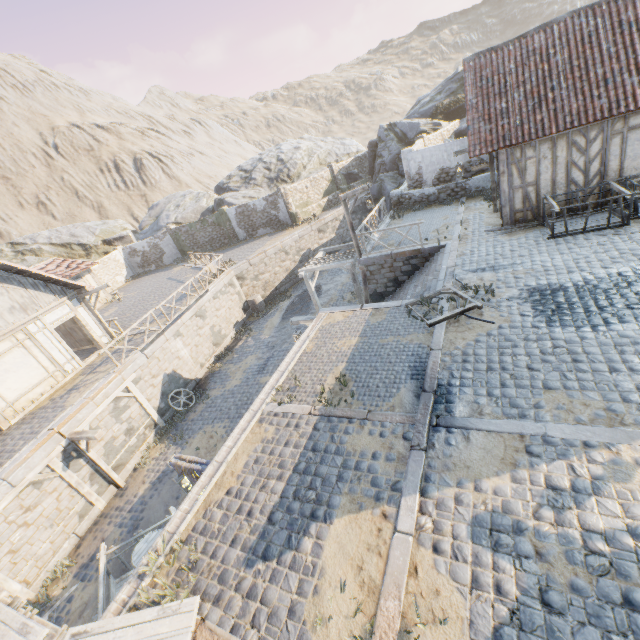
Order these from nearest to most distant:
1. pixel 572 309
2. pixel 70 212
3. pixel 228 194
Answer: pixel 572 309, pixel 228 194, pixel 70 212

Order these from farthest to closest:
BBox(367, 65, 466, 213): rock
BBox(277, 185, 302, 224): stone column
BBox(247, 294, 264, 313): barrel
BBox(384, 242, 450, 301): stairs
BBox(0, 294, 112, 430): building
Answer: BBox(277, 185, 302, 224): stone column → BBox(367, 65, 466, 213): rock → BBox(247, 294, 264, 313): barrel → BBox(0, 294, 112, 430): building → BBox(384, 242, 450, 301): stairs

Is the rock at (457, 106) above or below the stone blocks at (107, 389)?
above

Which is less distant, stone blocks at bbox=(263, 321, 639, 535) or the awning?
stone blocks at bbox=(263, 321, 639, 535)

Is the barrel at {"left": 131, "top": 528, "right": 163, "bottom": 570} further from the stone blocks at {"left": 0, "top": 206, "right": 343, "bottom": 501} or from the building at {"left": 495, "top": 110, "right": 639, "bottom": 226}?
the building at {"left": 495, "top": 110, "right": 639, "bottom": 226}

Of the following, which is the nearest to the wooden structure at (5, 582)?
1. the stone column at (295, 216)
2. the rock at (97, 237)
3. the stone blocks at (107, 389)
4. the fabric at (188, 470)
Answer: the stone blocks at (107, 389)

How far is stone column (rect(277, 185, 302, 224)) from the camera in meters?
26.6

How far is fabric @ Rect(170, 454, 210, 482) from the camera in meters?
7.6 m
